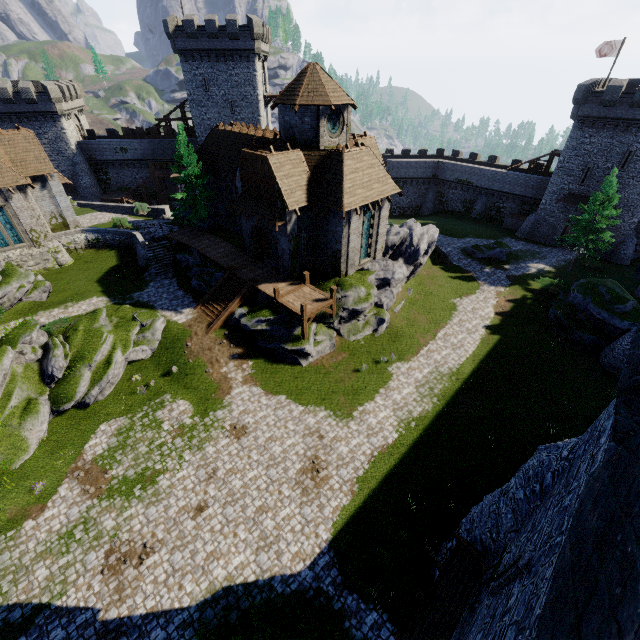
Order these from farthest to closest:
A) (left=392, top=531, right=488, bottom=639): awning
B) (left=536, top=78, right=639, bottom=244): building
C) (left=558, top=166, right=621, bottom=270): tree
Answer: (left=536, top=78, right=639, bottom=244): building, (left=558, top=166, right=621, bottom=270): tree, (left=392, top=531, right=488, bottom=639): awning

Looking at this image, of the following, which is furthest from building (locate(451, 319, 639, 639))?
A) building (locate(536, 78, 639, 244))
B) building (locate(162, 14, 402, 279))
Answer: building (locate(536, 78, 639, 244))

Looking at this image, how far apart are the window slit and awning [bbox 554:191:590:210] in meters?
43.9 m

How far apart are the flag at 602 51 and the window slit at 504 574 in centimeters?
5185cm

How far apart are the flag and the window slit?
51.9 meters

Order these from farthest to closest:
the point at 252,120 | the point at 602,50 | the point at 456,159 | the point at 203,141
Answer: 1. the point at 456,159
2. the point at 252,120
3. the point at 602,50
4. the point at 203,141

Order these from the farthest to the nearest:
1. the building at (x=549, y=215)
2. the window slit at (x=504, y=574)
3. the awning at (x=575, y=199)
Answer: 1. the awning at (x=575, y=199)
2. the building at (x=549, y=215)
3. the window slit at (x=504, y=574)

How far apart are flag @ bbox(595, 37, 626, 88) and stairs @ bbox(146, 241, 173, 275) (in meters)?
51.79
